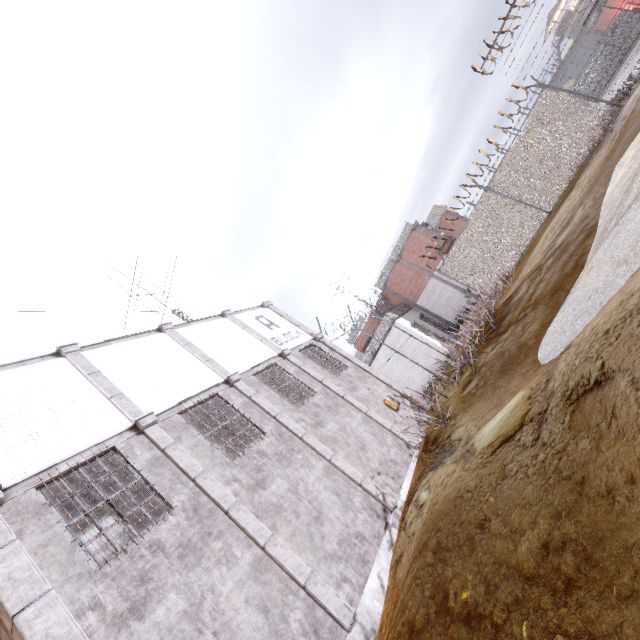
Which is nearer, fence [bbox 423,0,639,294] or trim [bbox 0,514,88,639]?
trim [bbox 0,514,88,639]

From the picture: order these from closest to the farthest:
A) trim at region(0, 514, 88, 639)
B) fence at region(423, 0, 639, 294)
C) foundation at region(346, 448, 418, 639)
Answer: trim at region(0, 514, 88, 639) < foundation at region(346, 448, 418, 639) < fence at region(423, 0, 639, 294)

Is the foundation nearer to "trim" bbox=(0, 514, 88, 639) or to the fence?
"trim" bbox=(0, 514, 88, 639)

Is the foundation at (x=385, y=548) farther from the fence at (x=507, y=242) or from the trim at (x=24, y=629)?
the fence at (x=507, y=242)

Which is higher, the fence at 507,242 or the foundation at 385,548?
the fence at 507,242

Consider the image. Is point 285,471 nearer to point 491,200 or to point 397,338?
point 491,200

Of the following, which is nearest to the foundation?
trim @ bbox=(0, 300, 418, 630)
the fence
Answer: trim @ bbox=(0, 300, 418, 630)
